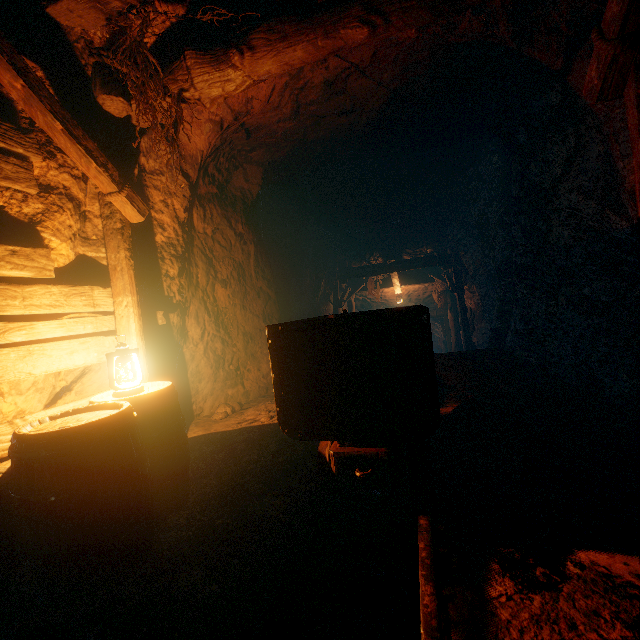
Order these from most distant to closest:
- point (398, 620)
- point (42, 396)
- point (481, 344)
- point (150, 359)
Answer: point (481, 344), point (150, 359), point (42, 396), point (398, 620)

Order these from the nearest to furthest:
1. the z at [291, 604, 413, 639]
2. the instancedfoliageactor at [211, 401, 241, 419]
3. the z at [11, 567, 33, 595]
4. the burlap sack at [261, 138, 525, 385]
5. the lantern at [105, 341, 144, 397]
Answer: the z at [291, 604, 413, 639]
the z at [11, 567, 33, 595]
the lantern at [105, 341, 144, 397]
the instancedfoliageactor at [211, 401, 241, 419]
the burlap sack at [261, 138, 525, 385]

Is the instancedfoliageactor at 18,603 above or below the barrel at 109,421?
below

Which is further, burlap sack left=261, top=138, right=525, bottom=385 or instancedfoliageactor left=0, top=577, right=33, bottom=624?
burlap sack left=261, top=138, right=525, bottom=385

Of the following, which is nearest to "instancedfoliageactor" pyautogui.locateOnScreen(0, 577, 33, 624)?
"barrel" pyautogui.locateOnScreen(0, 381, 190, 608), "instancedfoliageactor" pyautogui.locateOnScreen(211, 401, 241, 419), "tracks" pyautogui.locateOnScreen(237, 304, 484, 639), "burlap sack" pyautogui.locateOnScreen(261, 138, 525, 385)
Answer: "barrel" pyautogui.locateOnScreen(0, 381, 190, 608)

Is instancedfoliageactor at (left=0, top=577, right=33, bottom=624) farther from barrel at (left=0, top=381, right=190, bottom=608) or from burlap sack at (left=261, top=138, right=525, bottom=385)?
burlap sack at (left=261, top=138, right=525, bottom=385)

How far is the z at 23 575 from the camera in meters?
2.1

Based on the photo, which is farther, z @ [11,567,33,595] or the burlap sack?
the burlap sack
